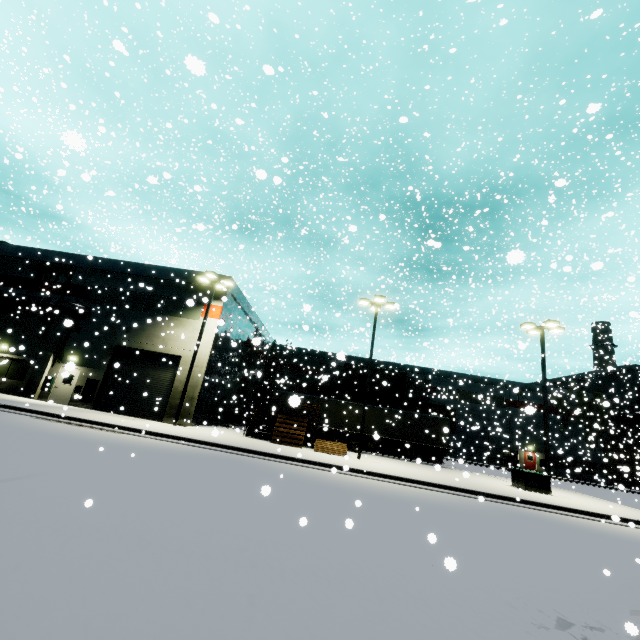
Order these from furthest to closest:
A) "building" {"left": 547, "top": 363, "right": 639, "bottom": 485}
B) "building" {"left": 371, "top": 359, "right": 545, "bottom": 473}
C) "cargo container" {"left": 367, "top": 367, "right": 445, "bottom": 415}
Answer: "building" {"left": 371, "top": 359, "right": 545, "bottom": 473}, "building" {"left": 547, "top": 363, "right": 639, "bottom": 485}, "cargo container" {"left": 367, "top": 367, "right": 445, "bottom": 415}

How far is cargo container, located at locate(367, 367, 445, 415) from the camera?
31.9m

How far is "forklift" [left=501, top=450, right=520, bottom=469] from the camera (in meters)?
37.34

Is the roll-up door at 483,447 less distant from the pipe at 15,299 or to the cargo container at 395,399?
the cargo container at 395,399

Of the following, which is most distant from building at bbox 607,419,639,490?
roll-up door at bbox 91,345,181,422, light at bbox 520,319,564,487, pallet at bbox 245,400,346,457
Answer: light at bbox 520,319,564,487

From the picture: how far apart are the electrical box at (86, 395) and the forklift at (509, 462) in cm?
4224

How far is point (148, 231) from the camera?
41.1m

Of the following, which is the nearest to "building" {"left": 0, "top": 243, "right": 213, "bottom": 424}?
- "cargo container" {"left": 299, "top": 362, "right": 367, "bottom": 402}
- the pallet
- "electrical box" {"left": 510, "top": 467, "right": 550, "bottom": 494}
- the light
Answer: the pallet
